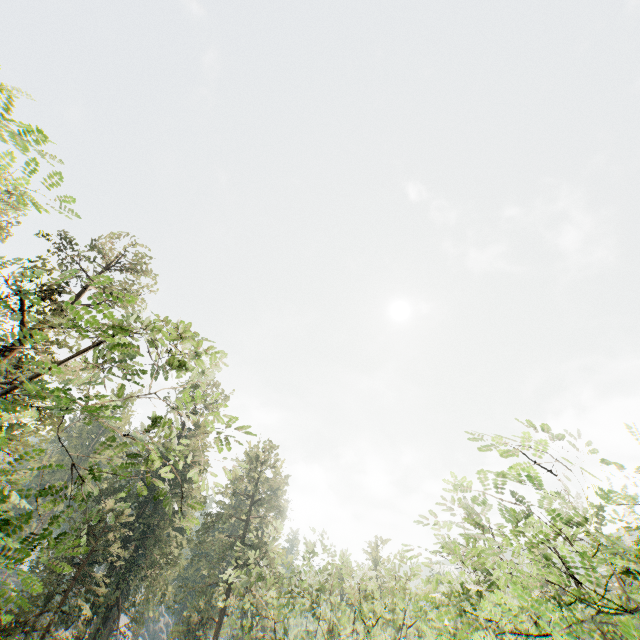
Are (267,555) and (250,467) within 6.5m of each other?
no
